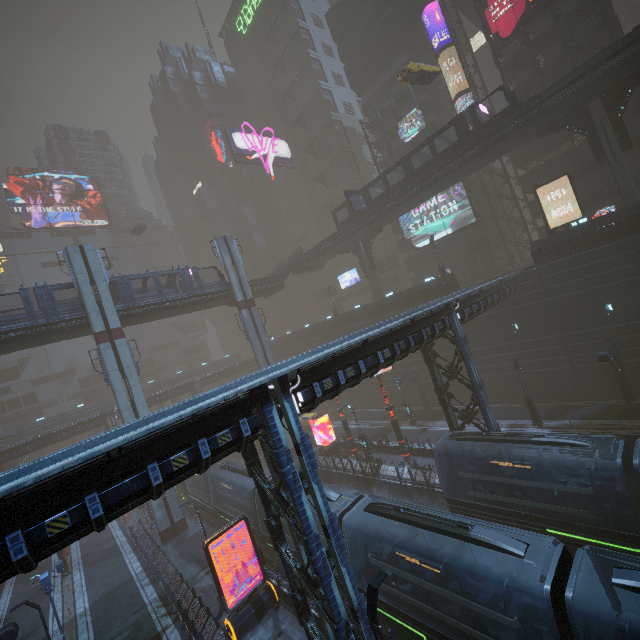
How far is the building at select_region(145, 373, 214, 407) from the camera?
53.1 meters

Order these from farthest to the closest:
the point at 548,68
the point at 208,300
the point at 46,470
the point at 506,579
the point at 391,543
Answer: the point at 208,300 < the point at 548,68 < the point at 391,543 < the point at 506,579 < the point at 46,470

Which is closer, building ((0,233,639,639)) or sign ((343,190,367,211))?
building ((0,233,639,639))

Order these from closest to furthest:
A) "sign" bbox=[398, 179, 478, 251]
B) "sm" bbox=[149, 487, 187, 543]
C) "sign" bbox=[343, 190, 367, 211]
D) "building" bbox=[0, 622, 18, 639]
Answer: "building" bbox=[0, 622, 18, 639], "sm" bbox=[149, 487, 187, 543], "sign" bbox=[343, 190, 367, 211], "sign" bbox=[398, 179, 478, 251]

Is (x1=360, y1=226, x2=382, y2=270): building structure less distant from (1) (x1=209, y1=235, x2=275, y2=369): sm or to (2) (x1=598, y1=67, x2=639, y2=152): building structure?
(1) (x1=209, y1=235, x2=275, y2=369): sm

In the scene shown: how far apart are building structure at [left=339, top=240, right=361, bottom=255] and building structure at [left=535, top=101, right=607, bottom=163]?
22.2m

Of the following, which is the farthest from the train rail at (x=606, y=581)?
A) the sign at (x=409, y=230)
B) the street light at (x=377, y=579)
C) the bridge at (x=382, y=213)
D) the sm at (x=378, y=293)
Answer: the sign at (x=409, y=230)

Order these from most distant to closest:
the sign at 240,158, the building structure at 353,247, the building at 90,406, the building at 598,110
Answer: the sign at 240,158
the building at 90,406
the building structure at 353,247
the building at 598,110
